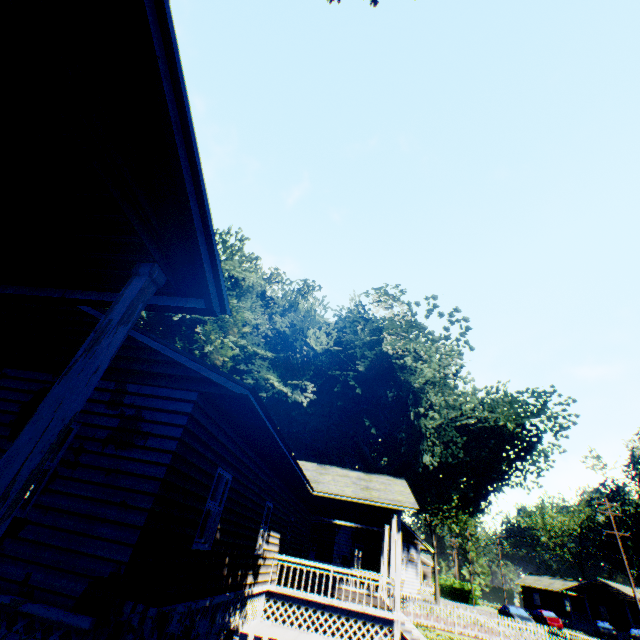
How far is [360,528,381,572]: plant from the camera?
21.86m

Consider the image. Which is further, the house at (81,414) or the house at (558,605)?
the house at (558,605)

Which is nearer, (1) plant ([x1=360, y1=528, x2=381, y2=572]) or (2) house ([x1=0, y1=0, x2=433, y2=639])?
(2) house ([x1=0, y1=0, x2=433, y2=639])

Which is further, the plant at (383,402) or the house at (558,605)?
the house at (558,605)

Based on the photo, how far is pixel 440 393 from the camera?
19.1 meters

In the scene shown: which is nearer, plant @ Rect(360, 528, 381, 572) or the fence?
the fence

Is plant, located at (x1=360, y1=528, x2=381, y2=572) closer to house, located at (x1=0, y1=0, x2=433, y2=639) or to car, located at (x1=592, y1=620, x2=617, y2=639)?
house, located at (x1=0, y1=0, x2=433, y2=639)
